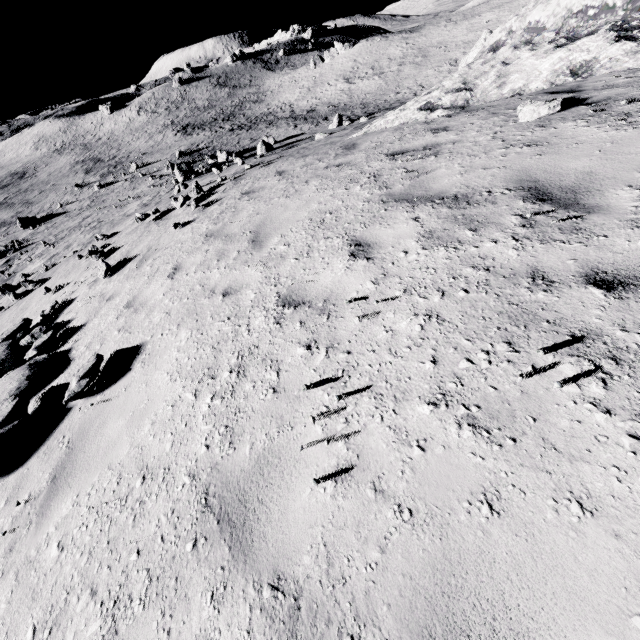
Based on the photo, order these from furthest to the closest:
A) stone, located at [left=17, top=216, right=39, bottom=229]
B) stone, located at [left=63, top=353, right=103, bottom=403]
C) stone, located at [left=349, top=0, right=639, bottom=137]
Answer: stone, located at [left=17, top=216, right=39, bottom=229] < stone, located at [left=349, top=0, right=639, bottom=137] < stone, located at [left=63, top=353, right=103, bottom=403]

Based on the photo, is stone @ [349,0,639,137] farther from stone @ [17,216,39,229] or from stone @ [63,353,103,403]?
stone @ [17,216,39,229]

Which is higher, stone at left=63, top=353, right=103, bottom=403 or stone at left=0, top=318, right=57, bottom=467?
stone at left=63, top=353, right=103, bottom=403

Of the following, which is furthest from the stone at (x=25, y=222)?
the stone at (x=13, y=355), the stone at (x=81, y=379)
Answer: the stone at (x=81, y=379)

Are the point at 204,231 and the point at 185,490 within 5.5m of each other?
no

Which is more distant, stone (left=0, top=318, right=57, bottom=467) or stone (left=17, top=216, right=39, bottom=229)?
stone (left=17, top=216, right=39, bottom=229)

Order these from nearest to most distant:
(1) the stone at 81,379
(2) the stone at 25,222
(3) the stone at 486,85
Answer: (1) the stone at 81,379, (3) the stone at 486,85, (2) the stone at 25,222

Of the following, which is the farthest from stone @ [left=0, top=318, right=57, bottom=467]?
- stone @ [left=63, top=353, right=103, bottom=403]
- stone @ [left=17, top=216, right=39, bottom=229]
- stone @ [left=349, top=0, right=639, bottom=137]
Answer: stone @ [left=17, top=216, right=39, bottom=229]
